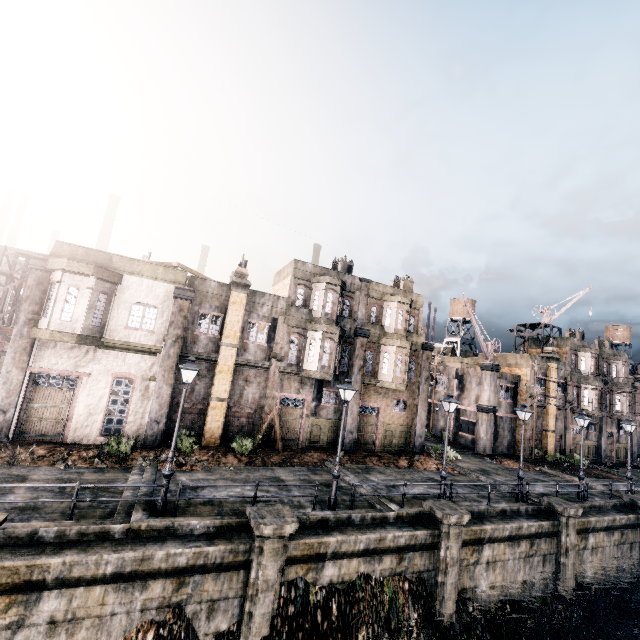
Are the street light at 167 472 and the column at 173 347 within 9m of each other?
yes

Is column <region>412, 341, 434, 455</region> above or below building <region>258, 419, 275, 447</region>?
above

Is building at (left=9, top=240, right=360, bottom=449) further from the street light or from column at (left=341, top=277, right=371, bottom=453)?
the street light

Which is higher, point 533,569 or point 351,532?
point 351,532

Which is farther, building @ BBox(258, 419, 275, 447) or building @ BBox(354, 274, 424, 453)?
building @ BBox(354, 274, 424, 453)

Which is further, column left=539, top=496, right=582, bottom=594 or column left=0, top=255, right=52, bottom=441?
column left=539, top=496, right=582, bottom=594

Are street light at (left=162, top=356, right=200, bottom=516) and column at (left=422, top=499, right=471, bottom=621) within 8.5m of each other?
no

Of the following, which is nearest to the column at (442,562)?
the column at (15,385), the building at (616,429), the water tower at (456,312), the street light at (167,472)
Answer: the street light at (167,472)
